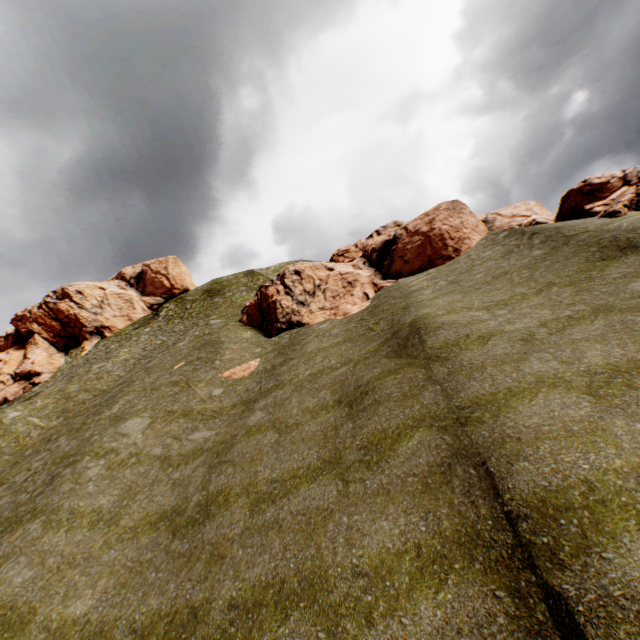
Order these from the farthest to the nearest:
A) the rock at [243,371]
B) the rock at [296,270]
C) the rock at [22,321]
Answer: the rock at [22,321]
the rock at [296,270]
the rock at [243,371]

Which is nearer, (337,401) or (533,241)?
(337,401)

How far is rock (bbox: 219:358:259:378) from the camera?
21.3m

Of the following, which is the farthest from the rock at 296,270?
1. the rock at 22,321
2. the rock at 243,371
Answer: the rock at 22,321

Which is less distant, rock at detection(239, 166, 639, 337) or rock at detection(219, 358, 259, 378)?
rock at detection(219, 358, 259, 378)

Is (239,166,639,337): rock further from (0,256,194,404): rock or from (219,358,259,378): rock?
(0,256,194,404): rock
